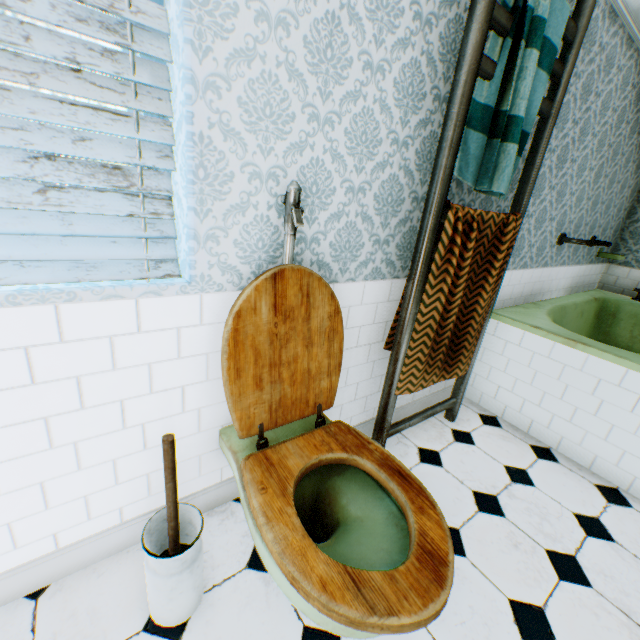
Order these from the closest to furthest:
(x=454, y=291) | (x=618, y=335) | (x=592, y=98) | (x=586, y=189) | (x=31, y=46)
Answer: (x=31, y=46)
(x=454, y=291)
(x=592, y=98)
(x=586, y=189)
(x=618, y=335)

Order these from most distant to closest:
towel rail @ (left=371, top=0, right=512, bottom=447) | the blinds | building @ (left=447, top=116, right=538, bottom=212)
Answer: building @ (left=447, top=116, right=538, bottom=212)
towel rail @ (left=371, top=0, right=512, bottom=447)
the blinds

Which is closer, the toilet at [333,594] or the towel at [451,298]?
the toilet at [333,594]

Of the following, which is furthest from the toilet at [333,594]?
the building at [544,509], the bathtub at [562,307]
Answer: the bathtub at [562,307]

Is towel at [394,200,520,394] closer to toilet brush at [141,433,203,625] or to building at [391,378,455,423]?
building at [391,378,455,423]

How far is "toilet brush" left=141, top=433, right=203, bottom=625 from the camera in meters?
1.1

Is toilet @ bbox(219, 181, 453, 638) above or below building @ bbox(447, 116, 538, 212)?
below

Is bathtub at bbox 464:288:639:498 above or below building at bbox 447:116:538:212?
below
